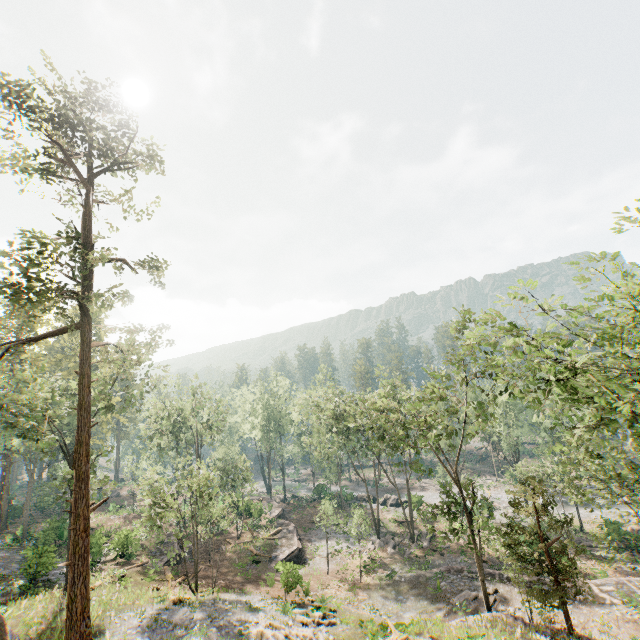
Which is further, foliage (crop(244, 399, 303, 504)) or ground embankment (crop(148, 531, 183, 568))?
foliage (crop(244, 399, 303, 504))

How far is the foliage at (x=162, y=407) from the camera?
23.83m

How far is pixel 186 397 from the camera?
41.8 meters

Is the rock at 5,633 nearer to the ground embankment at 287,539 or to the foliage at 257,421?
the foliage at 257,421

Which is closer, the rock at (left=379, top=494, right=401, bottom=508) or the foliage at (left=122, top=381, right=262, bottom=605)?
the foliage at (left=122, top=381, right=262, bottom=605)

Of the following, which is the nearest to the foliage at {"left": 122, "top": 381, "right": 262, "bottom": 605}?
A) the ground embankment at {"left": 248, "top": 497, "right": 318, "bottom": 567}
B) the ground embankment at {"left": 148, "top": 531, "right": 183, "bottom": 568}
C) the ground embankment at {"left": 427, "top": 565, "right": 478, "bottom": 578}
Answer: the ground embankment at {"left": 427, "top": 565, "right": 478, "bottom": 578}

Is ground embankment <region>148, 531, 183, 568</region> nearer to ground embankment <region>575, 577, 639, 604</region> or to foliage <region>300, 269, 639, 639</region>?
foliage <region>300, 269, 639, 639</region>

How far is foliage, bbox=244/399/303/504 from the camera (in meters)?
56.38
